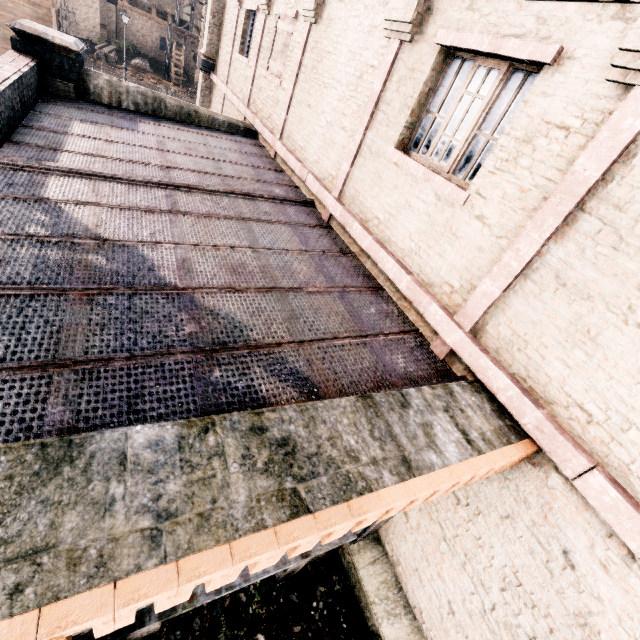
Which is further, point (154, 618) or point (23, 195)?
point (23, 195)

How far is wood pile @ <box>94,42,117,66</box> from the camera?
35.0m

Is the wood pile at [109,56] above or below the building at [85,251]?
below

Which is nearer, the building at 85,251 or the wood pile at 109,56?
the building at 85,251

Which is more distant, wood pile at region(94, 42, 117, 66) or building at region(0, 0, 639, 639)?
wood pile at region(94, 42, 117, 66)

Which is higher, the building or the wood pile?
the building
